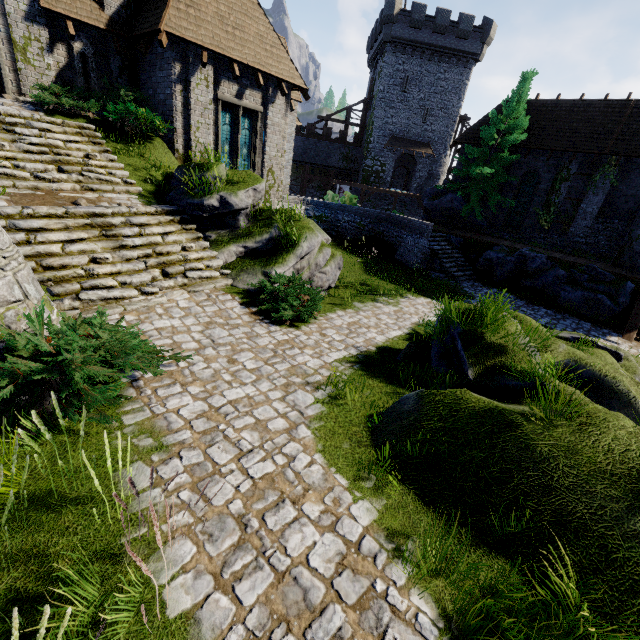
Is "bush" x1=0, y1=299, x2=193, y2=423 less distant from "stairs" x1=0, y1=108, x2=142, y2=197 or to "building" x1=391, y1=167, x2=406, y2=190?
"stairs" x1=0, y1=108, x2=142, y2=197

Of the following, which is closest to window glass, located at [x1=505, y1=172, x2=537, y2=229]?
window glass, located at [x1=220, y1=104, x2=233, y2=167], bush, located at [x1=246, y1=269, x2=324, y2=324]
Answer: window glass, located at [x1=220, y1=104, x2=233, y2=167]

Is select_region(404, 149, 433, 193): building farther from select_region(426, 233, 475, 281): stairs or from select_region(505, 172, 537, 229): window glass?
select_region(426, 233, 475, 281): stairs

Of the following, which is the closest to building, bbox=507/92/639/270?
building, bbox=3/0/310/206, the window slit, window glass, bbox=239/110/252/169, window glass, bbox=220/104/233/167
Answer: building, bbox=3/0/310/206

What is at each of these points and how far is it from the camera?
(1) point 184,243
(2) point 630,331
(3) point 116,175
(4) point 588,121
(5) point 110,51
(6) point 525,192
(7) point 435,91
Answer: (1) stairs, 9.4m
(2) stairs, 13.8m
(3) stairs, 10.2m
(4) building, 20.2m
(5) building, 12.6m
(6) window glass, 23.0m
(7) building, 35.6m

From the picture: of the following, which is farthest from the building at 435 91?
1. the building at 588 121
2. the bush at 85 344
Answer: the bush at 85 344

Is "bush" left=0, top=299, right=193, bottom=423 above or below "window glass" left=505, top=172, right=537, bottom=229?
below

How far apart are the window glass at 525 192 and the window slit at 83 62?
25.3 meters
